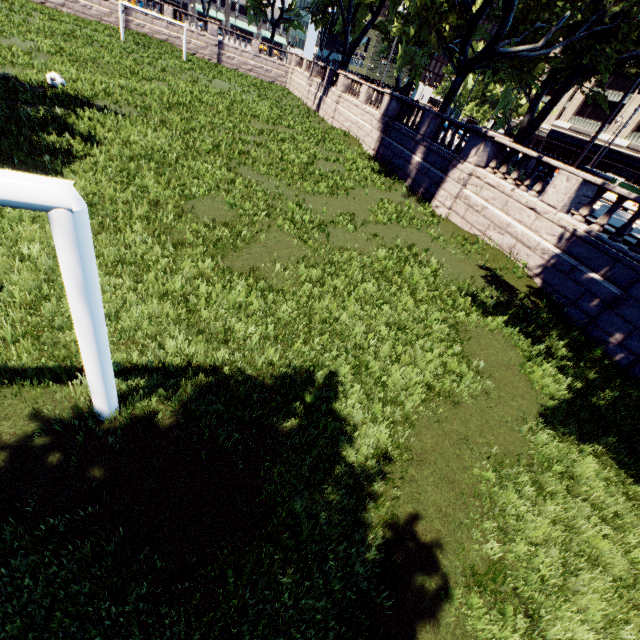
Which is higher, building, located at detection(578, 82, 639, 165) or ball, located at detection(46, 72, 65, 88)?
building, located at detection(578, 82, 639, 165)

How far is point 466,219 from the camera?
15.4 meters

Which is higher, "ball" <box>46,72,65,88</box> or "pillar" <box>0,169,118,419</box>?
"pillar" <box>0,169,118,419</box>

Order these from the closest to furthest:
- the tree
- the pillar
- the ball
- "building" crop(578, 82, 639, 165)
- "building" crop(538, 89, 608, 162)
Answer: the pillar
the ball
the tree
"building" crop(578, 82, 639, 165)
"building" crop(538, 89, 608, 162)

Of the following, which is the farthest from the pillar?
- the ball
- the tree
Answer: the ball

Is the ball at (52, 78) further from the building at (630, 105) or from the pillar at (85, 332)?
the building at (630, 105)

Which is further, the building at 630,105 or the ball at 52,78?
the building at 630,105

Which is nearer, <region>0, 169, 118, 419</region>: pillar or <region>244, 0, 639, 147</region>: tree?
<region>0, 169, 118, 419</region>: pillar
